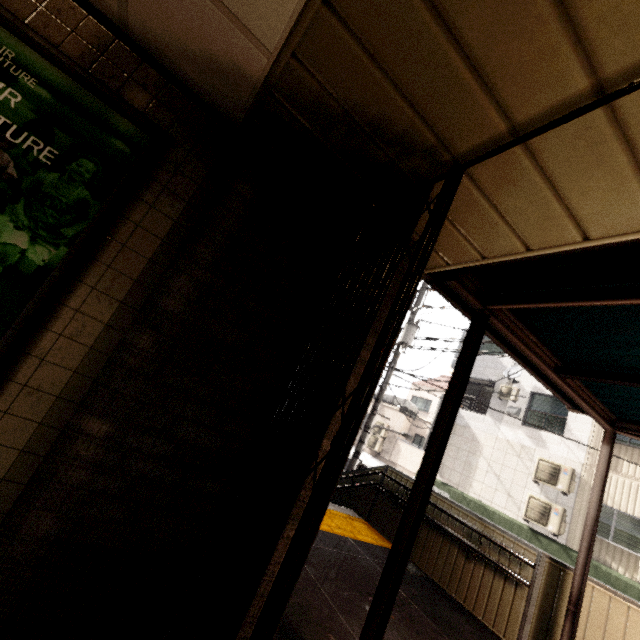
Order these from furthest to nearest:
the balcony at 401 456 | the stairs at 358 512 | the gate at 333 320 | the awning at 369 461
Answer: the awning at 369 461, the balcony at 401 456, the stairs at 358 512, the gate at 333 320

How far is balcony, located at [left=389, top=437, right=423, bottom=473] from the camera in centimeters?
1691cm

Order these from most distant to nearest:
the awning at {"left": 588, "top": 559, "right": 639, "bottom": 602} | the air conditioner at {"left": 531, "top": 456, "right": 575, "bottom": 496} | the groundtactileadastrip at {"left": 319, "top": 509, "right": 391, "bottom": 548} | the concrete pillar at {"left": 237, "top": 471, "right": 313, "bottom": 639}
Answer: the air conditioner at {"left": 531, "top": 456, "right": 575, "bottom": 496} → the awning at {"left": 588, "top": 559, "right": 639, "bottom": 602} → the groundtactileadastrip at {"left": 319, "top": 509, "right": 391, "bottom": 548} → the concrete pillar at {"left": 237, "top": 471, "right": 313, "bottom": 639}

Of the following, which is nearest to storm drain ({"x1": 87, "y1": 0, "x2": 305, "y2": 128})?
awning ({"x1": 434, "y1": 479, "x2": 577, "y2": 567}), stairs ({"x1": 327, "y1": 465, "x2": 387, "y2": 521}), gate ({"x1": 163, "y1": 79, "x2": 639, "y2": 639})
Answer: gate ({"x1": 163, "y1": 79, "x2": 639, "y2": 639})

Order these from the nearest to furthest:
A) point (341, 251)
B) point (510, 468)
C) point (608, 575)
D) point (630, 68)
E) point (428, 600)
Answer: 1. point (630, 68)
2. point (341, 251)
3. point (428, 600)
4. point (608, 575)
5. point (510, 468)

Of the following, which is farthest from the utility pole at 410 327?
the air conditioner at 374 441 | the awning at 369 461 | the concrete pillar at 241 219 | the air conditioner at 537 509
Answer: the air conditioner at 374 441

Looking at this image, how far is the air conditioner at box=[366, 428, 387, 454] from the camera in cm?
1902

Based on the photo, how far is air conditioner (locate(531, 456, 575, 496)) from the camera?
10.8 meters
